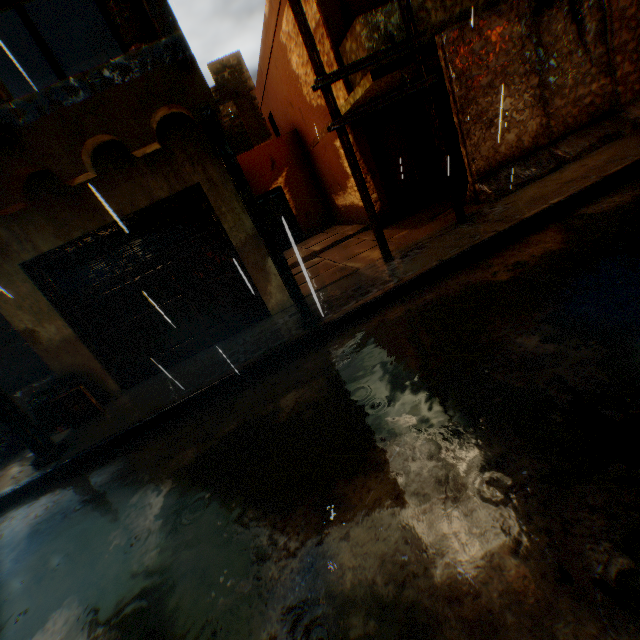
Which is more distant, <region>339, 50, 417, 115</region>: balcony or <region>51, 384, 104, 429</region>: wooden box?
<region>339, 50, 417, 115</region>: balcony

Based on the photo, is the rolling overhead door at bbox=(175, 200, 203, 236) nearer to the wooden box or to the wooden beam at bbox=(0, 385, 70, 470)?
the wooden beam at bbox=(0, 385, 70, 470)

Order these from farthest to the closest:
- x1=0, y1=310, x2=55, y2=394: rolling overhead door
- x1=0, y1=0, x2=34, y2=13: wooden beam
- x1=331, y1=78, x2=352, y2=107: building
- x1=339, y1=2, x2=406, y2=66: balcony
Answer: x1=331, y1=78, x2=352, y2=107: building
x1=0, y1=310, x2=55, y2=394: rolling overhead door
x1=339, y1=2, x2=406, y2=66: balcony
x1=0, y1=0, x2=34, y2=13: wooden beam

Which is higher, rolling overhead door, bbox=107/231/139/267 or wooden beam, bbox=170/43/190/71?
wooden beam, bbox=170/43/190/71

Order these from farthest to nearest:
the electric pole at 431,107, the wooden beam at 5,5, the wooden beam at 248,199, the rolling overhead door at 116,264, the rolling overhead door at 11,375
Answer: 1. the rolling overhead door at 11,375
2. the rolling overhead door at 116,264
3. the electric pole at 431,107
4. the wooden beam at 248,199
5. the wooden beam at 5,5

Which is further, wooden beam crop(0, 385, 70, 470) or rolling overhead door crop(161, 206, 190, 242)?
rolling overhead door crop(161, 206, 190, 242)

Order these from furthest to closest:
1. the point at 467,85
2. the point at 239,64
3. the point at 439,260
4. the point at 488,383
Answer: the point at 239,64 → the point at 467,85 → the point at 439,260 → the point at 488,383

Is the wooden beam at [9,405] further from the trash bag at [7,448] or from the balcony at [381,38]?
the balcony at [381,38]
